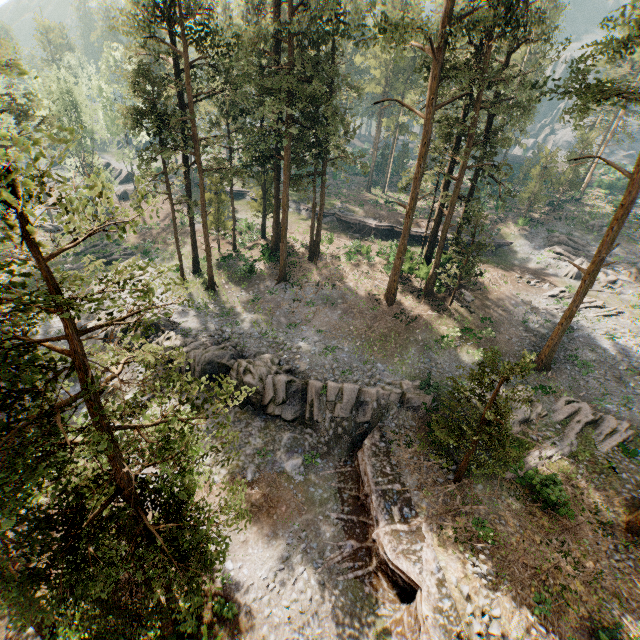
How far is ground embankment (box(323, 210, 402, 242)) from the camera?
43.0 meters

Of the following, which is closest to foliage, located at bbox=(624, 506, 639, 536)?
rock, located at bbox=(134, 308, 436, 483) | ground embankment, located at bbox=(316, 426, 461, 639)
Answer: ground embankment, located at bbox=(316, 426, 461, 639)

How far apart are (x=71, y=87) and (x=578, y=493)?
66.5 meters

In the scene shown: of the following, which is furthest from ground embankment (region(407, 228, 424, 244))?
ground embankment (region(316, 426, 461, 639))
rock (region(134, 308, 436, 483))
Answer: ground embankment (region(316, 426, 461, 639))

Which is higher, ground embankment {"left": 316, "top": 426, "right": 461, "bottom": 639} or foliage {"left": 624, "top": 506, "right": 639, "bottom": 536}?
foliage {"left": 624, "top": 506, "right": 639, "bottom": 536}

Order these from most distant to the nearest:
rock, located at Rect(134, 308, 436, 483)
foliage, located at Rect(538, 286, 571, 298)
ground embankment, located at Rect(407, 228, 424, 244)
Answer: ground embankment, located at Rect(407, 228, 424, 244)
foliage, located at Rect(538, 286, 571, 298)
rock, located at Rect(134, 308, 436, 483)

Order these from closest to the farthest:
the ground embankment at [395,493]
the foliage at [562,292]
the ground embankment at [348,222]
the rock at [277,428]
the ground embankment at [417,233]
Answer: the ground embankment at [395,493] → the rock at [277,428] → the foliage at [562,292] → the ground embankment at [417,233] → the ground embankment at [348,222]

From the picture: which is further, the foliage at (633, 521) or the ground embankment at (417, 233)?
the ground embankment at (417, 233)
